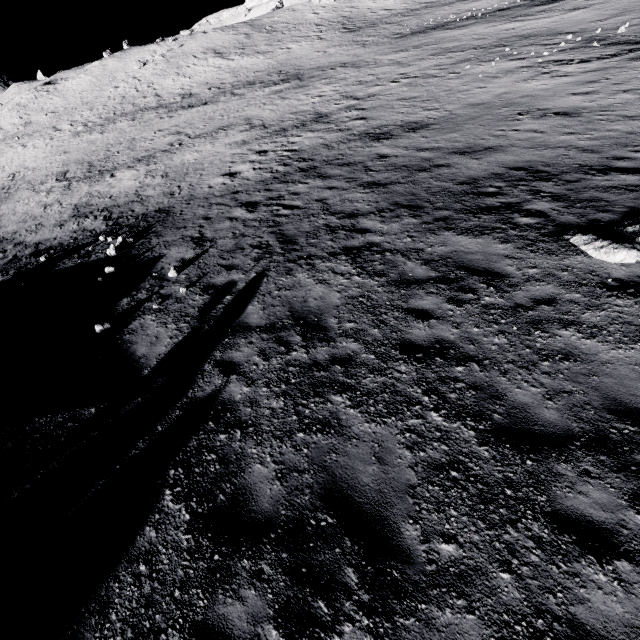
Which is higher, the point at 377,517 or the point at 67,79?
the point at 67,79
